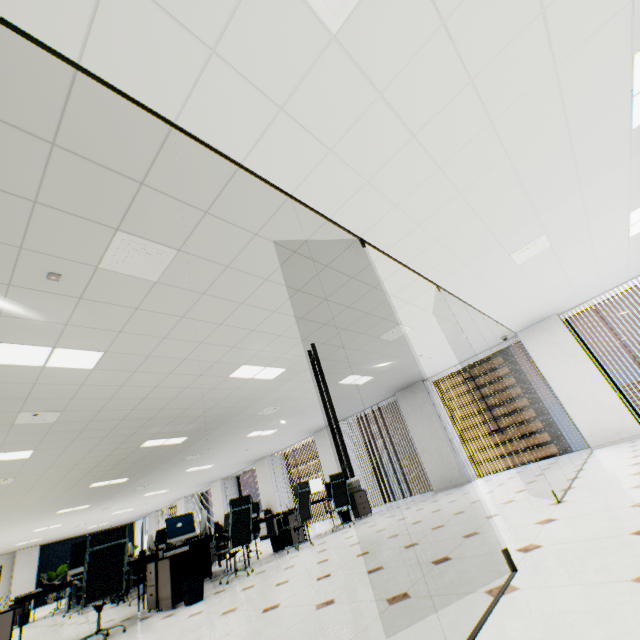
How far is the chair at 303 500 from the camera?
6.55m

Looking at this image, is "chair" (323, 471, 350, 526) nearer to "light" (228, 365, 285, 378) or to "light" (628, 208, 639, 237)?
"light" (228, 365, 285, 378)

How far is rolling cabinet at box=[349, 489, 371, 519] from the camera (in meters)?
8.66

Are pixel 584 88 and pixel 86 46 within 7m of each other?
yes

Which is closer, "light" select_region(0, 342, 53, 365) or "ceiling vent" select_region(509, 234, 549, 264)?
"light" select_region(0, 342, 53, 365)

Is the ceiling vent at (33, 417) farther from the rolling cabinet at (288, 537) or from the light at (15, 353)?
the rolling cabinet at (288, 537)

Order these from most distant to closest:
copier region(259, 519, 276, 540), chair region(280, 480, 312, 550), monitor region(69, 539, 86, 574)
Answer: copier region(259, 519, 276, 540)
chair region(280, 480, 312, 550)
monitor region(69, 539, 86, 574)

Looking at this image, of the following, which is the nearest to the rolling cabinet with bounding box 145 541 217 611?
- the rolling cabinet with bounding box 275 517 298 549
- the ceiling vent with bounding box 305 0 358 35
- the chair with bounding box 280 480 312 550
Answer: the chair with bounding box 280 480 312 550
